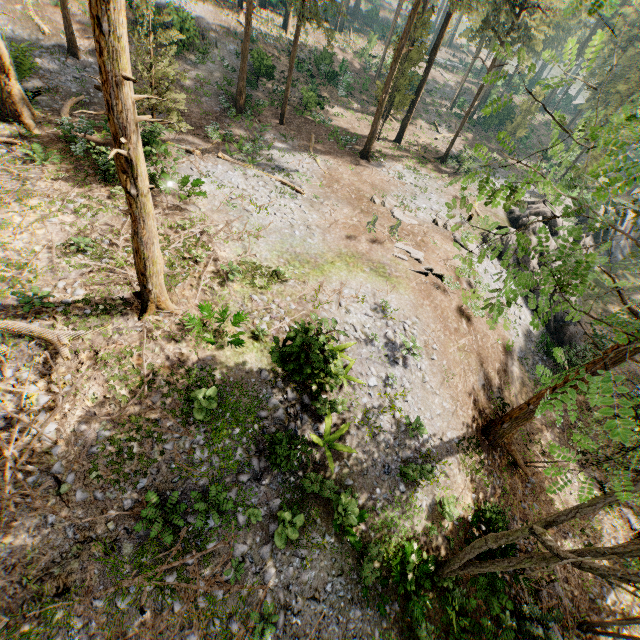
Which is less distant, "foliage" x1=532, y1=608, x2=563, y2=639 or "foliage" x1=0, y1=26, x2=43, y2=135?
"foliage" x1=532, y1=608, x2=563, y2=639

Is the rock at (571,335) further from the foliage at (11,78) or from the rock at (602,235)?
the foliage at (11,78)

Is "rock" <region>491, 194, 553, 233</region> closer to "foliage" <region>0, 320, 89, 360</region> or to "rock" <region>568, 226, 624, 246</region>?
"rock" <region>568, 226, 624, 246</region>

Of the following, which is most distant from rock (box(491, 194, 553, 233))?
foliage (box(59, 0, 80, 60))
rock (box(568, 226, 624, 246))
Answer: foliage (box(59, 0, 80, 60))

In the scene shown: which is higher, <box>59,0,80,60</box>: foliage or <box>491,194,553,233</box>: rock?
<box>59,0,80,60</box>: foliage

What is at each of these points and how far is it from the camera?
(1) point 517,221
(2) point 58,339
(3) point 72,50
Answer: (1) rock, 27.8 meters
(2) foliage, 9.7 meters
(3) foliage, 22.7 meters
